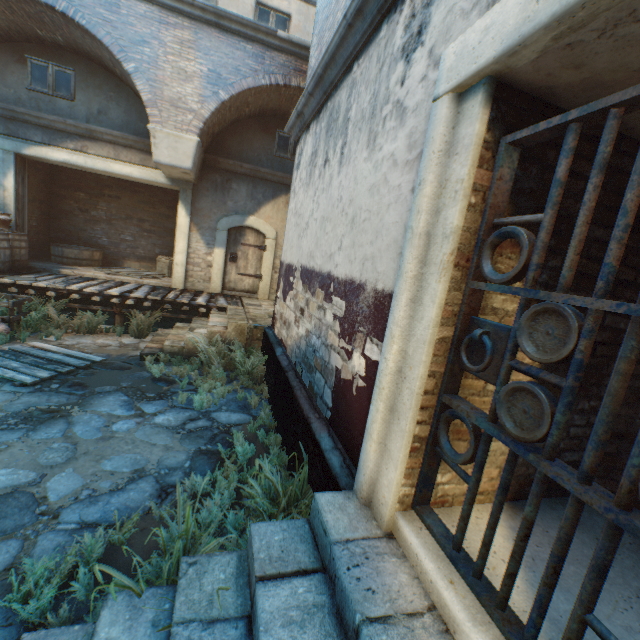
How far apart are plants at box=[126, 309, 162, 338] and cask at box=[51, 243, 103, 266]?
3.84m

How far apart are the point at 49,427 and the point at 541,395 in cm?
502

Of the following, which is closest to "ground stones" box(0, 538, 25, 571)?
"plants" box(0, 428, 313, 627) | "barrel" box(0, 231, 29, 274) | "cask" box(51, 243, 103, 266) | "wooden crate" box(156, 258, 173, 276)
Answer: "plants" box(0, 428, 313, 627)

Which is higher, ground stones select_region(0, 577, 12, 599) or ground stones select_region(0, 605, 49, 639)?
ground stones select_region(0, 577, 12, 599)

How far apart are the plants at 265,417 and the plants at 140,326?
4.3 meters

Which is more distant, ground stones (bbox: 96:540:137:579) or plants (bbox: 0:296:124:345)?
plants (bbox: 0:296:124:345)

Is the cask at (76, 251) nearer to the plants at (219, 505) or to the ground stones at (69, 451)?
the ground stones at (69, 451)

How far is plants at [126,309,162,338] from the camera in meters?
7.5
